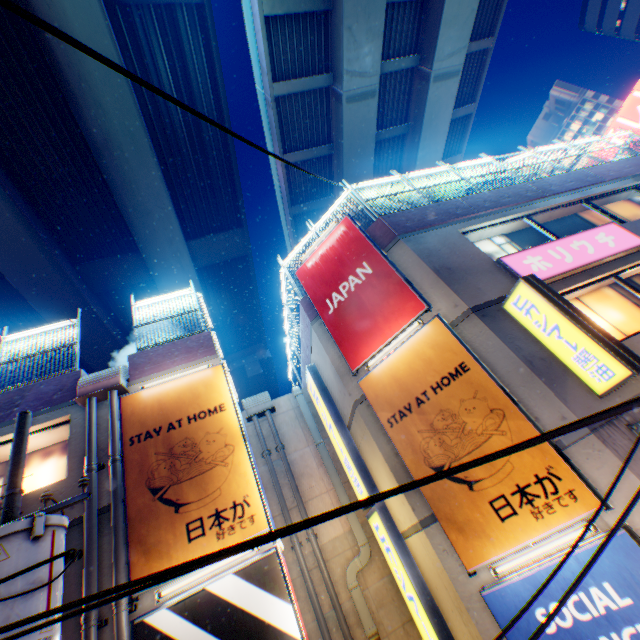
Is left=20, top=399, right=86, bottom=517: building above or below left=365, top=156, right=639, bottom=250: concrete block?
below

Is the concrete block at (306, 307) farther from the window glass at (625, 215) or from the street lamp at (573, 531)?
the window glass at (625, 215)

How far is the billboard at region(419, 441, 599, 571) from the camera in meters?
5.4 m

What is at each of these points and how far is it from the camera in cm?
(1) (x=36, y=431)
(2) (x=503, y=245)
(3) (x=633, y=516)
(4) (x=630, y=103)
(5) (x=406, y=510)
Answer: (1) building, 808
(2) window glass, 1002
(3) building, 499
(4) signboard, 3956
(5) building, 735

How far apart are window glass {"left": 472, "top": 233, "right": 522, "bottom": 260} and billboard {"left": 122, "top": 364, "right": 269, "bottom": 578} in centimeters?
752cm

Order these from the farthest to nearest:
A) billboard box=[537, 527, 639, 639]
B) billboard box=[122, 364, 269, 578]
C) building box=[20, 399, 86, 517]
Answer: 1. building box=[20, 399, 86, 517]
2. billboard box=[122, 364, 269, 578]
3. billboard box=[537, 527, 639, 639]

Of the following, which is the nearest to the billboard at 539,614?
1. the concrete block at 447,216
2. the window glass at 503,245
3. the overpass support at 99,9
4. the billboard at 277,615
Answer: the billboard at 277,615

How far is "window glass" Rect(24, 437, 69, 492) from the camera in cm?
809
